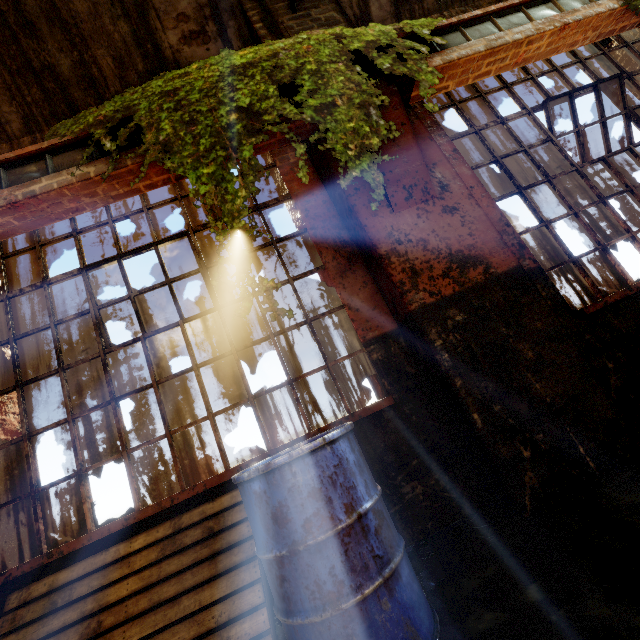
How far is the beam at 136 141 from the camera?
2.61m

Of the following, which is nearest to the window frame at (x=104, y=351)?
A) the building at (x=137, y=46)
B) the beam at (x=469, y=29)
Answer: the building at (x=137, y=46)

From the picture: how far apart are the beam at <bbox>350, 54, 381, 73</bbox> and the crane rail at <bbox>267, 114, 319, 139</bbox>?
0.53m

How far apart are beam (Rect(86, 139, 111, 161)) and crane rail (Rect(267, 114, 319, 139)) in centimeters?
83cm

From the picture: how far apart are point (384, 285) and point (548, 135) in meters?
2.7

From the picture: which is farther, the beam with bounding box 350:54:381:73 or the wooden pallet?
the beam with bounding box 350:54:381:73

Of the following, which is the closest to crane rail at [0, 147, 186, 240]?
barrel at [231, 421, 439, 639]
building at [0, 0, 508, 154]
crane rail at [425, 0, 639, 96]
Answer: building at [0, 0, 508, 154]

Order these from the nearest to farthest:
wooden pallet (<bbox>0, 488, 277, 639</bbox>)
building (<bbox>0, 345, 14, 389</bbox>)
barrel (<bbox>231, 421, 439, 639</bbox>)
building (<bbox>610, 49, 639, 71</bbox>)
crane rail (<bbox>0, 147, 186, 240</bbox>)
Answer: barrel (<bbox>231, 421, 439, 639</bbox>)
wooden pallet (<bbox>0, 488, 277, 639</bbox>)
crane rail (<bbox>0, 147, 186, 240</bbox>)
building (<bbox>0, 345, 14, 389</bbox>)
building (<bbox>610, 49, 639, 71</bbox>)
